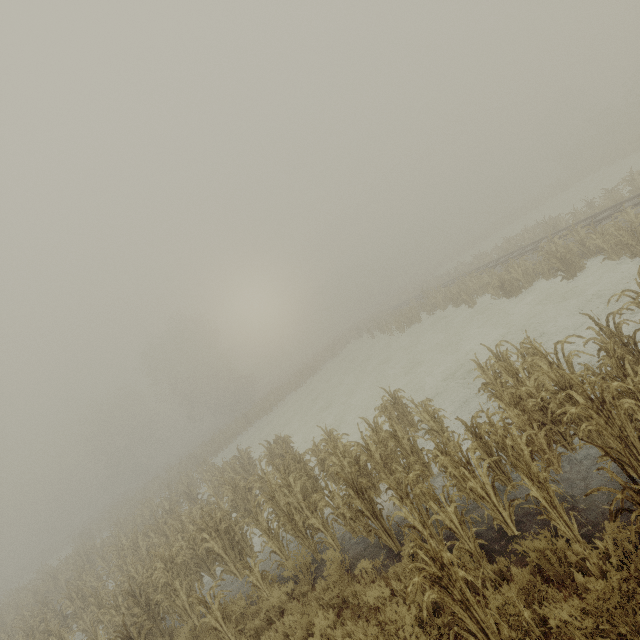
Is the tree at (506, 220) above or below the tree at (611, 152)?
below

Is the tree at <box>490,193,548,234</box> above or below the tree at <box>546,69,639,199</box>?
below

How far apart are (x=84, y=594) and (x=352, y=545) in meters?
12.8

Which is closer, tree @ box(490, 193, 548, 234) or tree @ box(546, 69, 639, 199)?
tree @ box(546, 69, 639, 199)

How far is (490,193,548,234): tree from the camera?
47.0m

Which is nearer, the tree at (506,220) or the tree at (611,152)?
the tree at (611,152)
